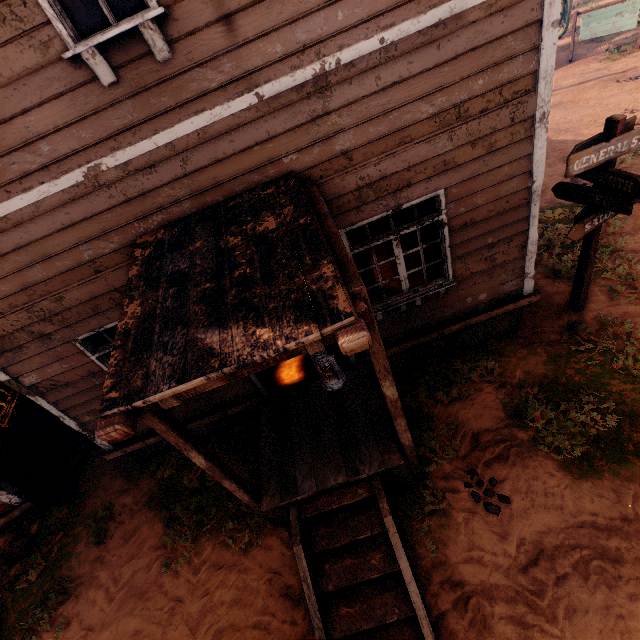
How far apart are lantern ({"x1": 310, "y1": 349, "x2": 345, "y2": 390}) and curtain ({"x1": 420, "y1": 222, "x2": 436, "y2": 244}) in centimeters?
262cm

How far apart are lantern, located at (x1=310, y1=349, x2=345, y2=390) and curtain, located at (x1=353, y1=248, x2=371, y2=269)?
2.12m

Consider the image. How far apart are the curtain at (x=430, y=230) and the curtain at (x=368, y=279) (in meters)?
0.78

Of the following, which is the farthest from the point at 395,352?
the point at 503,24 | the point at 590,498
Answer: the point at 503,24

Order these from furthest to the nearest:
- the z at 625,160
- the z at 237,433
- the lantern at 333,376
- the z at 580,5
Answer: the z at 580,5, the z at 625,160, the z at 237,433, the lantern at 333,376

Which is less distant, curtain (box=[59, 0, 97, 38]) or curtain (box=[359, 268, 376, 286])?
curtain (box=[59, 0, 97, 38])

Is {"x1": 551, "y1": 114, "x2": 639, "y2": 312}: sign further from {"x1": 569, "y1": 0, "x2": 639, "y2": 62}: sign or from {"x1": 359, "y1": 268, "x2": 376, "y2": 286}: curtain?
{"x1": 569, "y1": 0, "x2": 639, "y2": 62}: sign

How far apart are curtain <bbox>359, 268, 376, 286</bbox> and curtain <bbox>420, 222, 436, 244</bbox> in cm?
78
